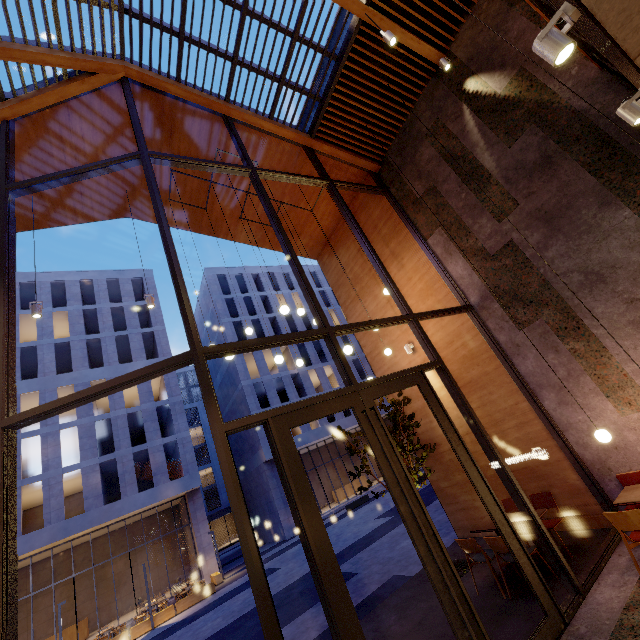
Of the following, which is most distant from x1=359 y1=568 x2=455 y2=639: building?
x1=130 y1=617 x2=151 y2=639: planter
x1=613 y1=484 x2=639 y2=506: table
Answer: x1=130 y1=617 x2=151 y2=639: planter

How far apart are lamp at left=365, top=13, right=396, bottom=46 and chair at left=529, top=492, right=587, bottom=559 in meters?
8.7 m

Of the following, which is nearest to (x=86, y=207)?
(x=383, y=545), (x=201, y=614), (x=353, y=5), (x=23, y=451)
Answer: (x=353, y=5)

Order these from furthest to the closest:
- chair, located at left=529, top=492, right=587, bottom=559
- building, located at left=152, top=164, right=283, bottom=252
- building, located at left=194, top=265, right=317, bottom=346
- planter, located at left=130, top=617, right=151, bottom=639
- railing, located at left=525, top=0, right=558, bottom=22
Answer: building, located at left=194, top=265, right=317, bottom=346 < planter, located at left=130, top=617, right=151, bottom=639 < building, located at left=152, top=164, right=283, bottom=252 < chair, located at left=529, top=492, right=587, bottom=559 < railing, located at left=525, top=0, right=558, bottom=22

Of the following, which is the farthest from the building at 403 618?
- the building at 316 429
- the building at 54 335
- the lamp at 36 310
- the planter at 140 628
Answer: the building at 316 429

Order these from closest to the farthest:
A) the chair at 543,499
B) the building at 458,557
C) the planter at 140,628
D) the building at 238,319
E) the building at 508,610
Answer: the building at 508,610 < the chair at 543,499 < the building at 458,557 < the planter at 140,628 < the building at 238,319

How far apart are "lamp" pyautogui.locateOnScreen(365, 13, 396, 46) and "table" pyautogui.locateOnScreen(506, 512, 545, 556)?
8.66m

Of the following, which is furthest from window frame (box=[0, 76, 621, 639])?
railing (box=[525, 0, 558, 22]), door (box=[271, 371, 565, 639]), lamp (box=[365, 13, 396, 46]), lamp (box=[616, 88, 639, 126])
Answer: lamp (box=[616, 88, 639, 126])
